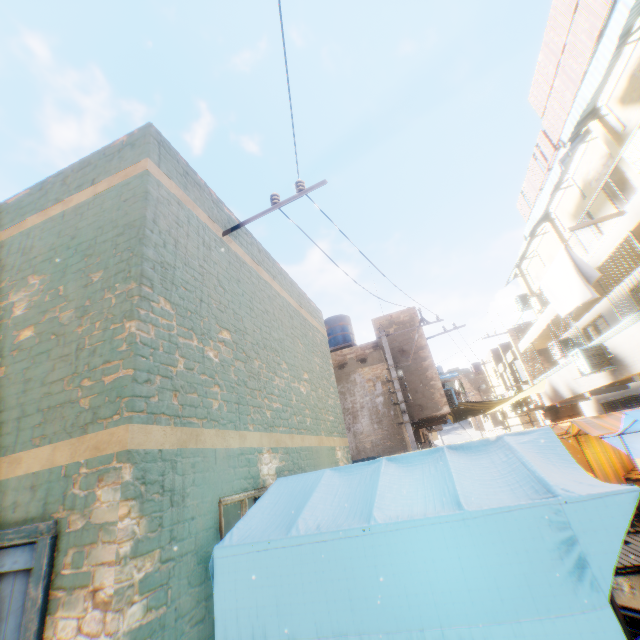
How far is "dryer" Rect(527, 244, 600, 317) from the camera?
8.2m

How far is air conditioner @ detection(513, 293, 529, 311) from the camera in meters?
18.1 m

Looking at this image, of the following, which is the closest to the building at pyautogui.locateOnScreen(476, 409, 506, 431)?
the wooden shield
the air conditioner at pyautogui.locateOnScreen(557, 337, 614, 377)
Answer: Answer: the air conditioner at pyautogui.locateOnScreen(557, 337, 614, 377)

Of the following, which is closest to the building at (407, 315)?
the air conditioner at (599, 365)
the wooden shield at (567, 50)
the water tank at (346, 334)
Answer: the air conditioner at (599, 365)

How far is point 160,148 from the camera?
4.29m

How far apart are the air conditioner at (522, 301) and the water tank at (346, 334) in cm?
914

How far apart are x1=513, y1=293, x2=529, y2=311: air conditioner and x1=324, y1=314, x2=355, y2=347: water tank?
9.14m

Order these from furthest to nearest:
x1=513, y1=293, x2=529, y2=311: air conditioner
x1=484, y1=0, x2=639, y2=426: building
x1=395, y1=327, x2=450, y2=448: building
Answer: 1. x1=513, y1=293, x2=529, y2=311: air conditioner
2. x1=395, y1=327, x2=450, y2=448: building
3. x1=484, y1=0, x2=639, y2=426: building
